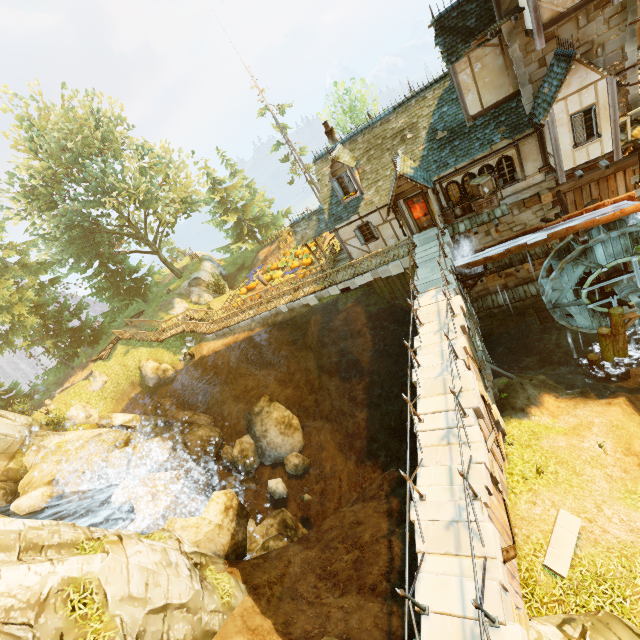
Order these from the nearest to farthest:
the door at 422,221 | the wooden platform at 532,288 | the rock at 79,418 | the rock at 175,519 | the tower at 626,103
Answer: the rock at 175,519 → the tower at 626,103 → the door at 422,221 → the wooden platform at 532,288 → the rock at 79,418

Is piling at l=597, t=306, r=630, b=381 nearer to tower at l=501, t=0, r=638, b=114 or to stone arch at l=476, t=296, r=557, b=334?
stone arch at l=476, t=296, r=557, b=334

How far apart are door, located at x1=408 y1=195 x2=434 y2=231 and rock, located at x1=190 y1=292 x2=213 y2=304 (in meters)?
22.18

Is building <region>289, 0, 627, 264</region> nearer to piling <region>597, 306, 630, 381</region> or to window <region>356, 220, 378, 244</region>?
window <region>356, 220, 378, 244</region>

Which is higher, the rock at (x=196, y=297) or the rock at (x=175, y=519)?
the rock at (x=196, y=297)

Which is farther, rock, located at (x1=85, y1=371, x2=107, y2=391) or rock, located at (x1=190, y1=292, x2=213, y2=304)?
rock, located at (x1=190, y1=292, x2=213, y2=304)

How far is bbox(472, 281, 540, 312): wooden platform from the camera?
19.3 meters

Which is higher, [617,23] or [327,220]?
[617,23]
